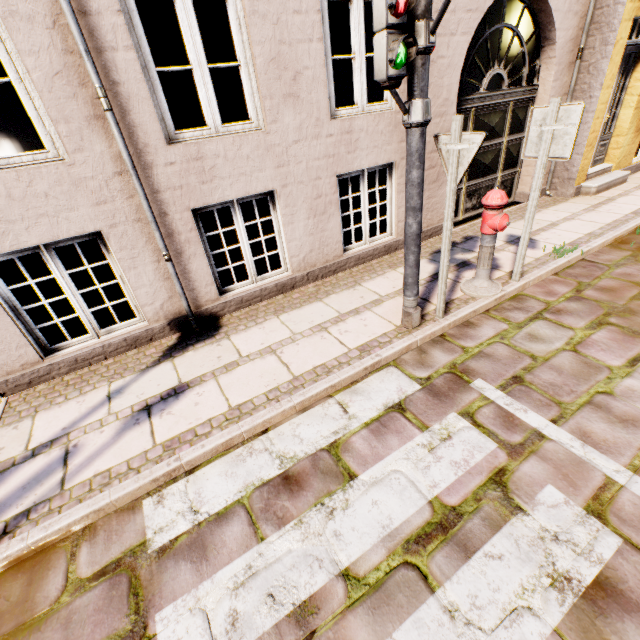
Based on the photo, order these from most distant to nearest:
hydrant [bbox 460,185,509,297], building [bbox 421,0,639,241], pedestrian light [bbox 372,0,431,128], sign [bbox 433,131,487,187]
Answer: building [bbox 421,0,639,241], hydrant [bbox 460,185,509,297], sign [bbox 433,131,487,187], pedestrian light [bbox 372,0,431,128]

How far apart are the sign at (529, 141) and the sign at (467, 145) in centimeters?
127cm

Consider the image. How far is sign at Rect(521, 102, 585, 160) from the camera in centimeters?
309cm

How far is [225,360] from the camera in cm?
354

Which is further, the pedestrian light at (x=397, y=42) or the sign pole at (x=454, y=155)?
the sign pole at (x=454, y=155)

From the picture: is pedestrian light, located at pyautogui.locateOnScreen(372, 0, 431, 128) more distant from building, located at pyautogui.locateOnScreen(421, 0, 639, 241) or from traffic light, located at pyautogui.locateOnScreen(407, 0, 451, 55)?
building, located at pyautogui.locateOnScreen(421, 0, 639, 241)

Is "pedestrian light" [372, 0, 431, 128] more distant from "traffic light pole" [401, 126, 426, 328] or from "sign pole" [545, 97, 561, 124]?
"sign pole" [545, 97, 561, 124]

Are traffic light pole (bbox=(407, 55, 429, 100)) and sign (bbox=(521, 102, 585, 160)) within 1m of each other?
no
